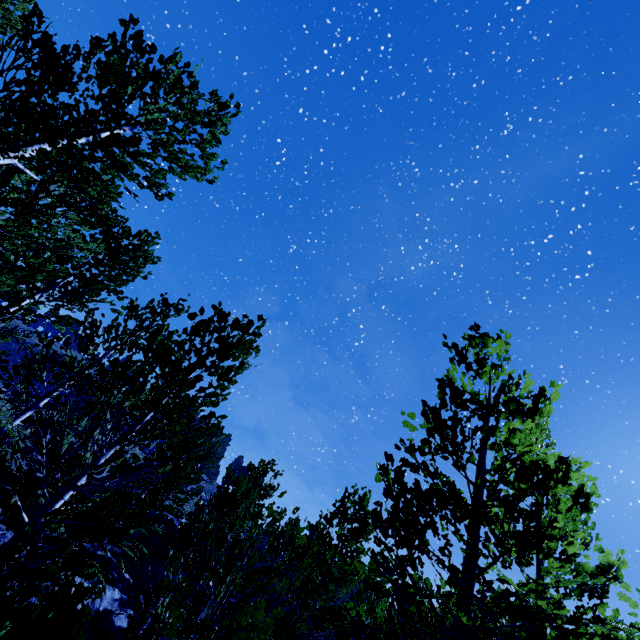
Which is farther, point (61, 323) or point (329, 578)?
point (329, 578)

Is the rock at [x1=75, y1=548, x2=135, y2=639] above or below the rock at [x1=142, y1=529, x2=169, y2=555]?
below

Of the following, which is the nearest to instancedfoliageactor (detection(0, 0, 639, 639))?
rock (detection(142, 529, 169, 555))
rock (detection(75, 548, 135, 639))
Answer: rock (detection(75, 548, 135, 639))

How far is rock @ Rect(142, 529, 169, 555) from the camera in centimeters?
2744cm

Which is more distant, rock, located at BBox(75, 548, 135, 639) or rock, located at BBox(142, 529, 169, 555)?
rock, located at BBox(142, 529, 169, 555)

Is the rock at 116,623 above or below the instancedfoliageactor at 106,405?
below

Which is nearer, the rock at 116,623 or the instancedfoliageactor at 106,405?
the instancedfoliageactor at 106,405

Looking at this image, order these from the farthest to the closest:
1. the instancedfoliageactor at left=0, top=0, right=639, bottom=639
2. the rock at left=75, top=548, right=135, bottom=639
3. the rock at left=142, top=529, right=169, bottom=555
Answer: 1. the rock at left=142, top=529, right=169, bottom=555
2. the rock at left=75, top=548, right=135, bottom=639
3. the instancedfoliageactor at left=0, top=0, right=639, bottom=639
